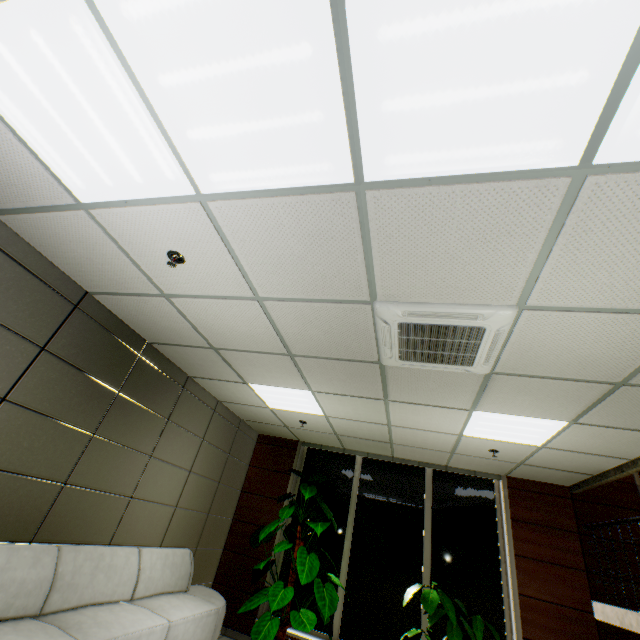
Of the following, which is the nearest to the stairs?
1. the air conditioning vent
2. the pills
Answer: the air conditioning vent

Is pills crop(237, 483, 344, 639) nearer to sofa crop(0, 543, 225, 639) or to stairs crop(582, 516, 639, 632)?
sofa crop(0, 543, 225, 639)

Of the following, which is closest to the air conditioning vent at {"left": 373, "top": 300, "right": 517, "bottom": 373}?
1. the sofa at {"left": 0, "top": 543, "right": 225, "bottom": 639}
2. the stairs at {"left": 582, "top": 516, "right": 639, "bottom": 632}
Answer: the stairs at {"left": 582, "top": 516, "right": 639, "bottom": 632}

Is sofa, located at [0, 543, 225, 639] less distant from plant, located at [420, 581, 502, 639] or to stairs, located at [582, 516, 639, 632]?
plant, located at [420, 581, 502, 639]

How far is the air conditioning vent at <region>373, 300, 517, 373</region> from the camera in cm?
231

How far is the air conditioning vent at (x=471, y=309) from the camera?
2.3m

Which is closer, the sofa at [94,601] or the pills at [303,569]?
the sofa at [94,601]

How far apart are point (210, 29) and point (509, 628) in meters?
7.6 m
